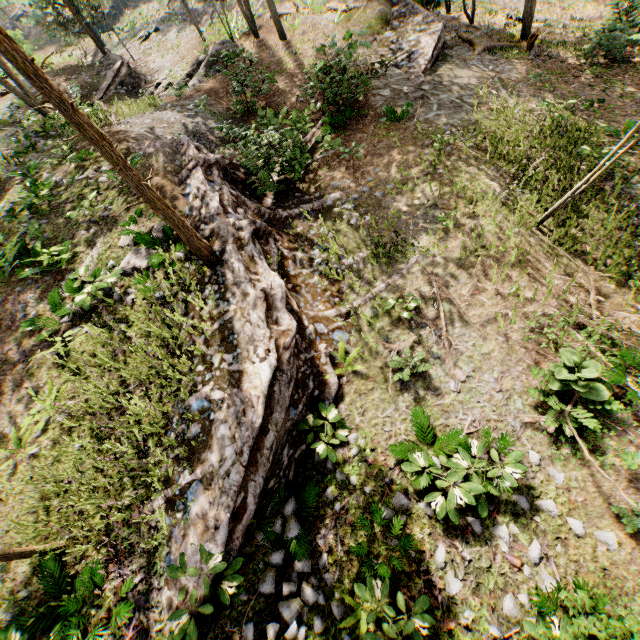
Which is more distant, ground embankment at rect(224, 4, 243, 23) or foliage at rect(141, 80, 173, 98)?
ground embankment at rect(224, 4, 243, 23)

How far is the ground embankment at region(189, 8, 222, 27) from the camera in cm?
2258

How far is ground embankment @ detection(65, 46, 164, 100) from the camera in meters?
19.8 m

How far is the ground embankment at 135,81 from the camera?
19.8m

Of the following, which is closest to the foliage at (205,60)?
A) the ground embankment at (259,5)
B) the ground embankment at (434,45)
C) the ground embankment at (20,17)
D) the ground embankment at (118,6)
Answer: the ground embankment at (259,5)

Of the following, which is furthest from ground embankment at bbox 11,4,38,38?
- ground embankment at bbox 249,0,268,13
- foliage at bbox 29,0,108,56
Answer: ground embankment at bbox 249,0,268,13

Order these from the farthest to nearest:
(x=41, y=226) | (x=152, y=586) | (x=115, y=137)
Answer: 1. (x=115, y=137)
2. (x=41, y=226)
3. (x=152, y=586)

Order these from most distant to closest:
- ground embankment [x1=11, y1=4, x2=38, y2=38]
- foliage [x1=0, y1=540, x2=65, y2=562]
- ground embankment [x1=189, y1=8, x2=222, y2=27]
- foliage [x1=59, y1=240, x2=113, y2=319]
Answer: ground embankment [x1=11, y1=4, x2=38, y2=38] < ground embankment [x1=189, y1=8, x2=222, y2=27] < foliage [x1=59, y1=240, x2=113, y2=319] < foliage [x1=0, y1=540, x2=65, y2=562]
